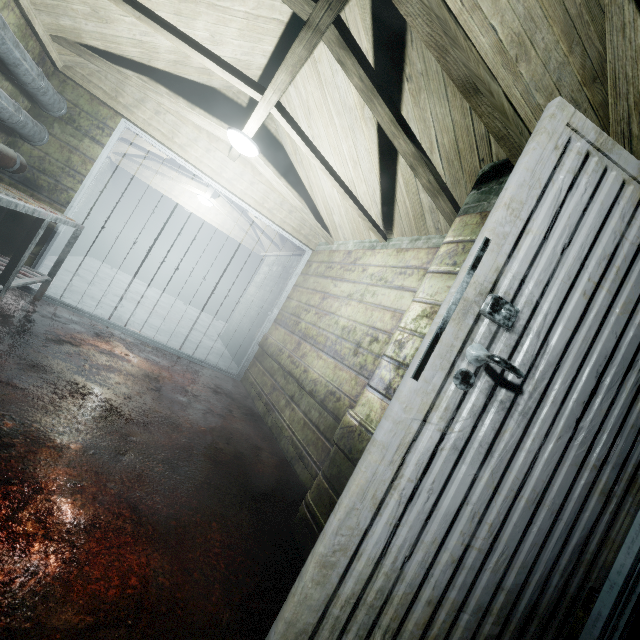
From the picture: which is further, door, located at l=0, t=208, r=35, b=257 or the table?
door, located at l=0, t=208, r=35, b=257

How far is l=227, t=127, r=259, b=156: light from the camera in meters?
2.9

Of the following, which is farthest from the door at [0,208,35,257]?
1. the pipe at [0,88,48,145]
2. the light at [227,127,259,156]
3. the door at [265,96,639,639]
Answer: the door at [265,96,639,639]

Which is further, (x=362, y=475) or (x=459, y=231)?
(x=459, y=231)

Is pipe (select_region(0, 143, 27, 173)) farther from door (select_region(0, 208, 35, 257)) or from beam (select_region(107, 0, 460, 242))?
beam (select_region(107, 0, 460, 242))

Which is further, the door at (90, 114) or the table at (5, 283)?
the door at (90, 114)

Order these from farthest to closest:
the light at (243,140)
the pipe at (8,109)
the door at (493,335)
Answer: the light at (243,140) < the pipe at (8,109) < the door at (493,335)

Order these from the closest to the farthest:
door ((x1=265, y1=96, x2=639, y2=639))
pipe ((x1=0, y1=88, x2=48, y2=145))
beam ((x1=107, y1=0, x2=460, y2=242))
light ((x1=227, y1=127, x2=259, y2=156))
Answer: door ((x1=265, y1=96, x2=639, y2=639)), beam ((x1=107, y1=0, x2=460, y2=242)), pipe ((x1=0, y1=88, x2=48, y2=145)), light ((x1=227, y1=127, x2=259, y2=156))
